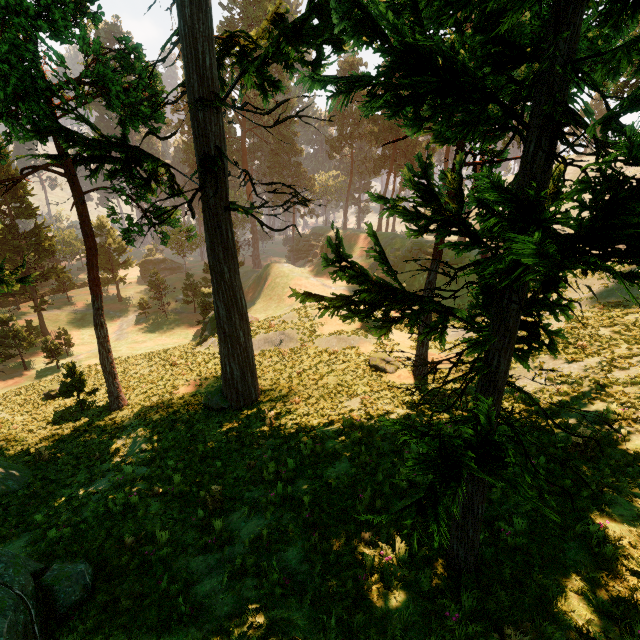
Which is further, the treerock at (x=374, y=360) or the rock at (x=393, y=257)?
the rock at (x=393, y=257)

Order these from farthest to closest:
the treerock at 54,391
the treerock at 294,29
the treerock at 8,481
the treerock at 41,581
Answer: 1. the treerock at 54,391
2. the treerock at 8,481
3. the treerock at 41,581
4. the treerock at 294,29

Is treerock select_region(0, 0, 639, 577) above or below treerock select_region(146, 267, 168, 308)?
above

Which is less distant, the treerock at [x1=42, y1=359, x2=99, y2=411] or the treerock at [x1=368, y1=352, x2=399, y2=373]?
the treerock at [x1=368, y1=352, x2=399, y2=373]

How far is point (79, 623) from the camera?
5.5 meters

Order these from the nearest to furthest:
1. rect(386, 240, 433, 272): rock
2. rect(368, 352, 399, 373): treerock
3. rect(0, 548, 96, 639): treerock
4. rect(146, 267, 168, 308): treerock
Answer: rect(0, 548, 96, 639): treerock < rect(368, 352, 399, 373): treerock < rect(386, 240, 433, 272): rock < rect(146, 267, 168, 308): treerock

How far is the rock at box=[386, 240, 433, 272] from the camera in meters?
43.5 m

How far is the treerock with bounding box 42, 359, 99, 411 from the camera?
19.9m
